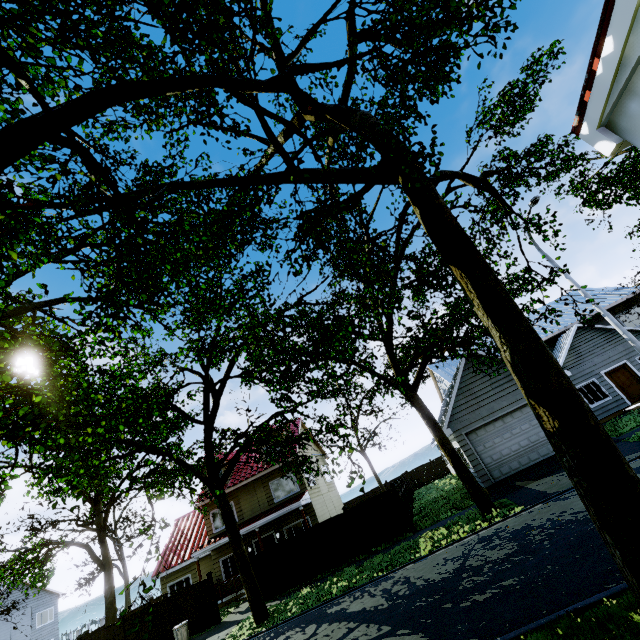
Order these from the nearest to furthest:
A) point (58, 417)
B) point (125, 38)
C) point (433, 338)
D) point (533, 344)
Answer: point (125, 38) < point (533, 344) < point (58, 417) < point (433, 338)

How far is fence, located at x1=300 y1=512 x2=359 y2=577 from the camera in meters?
15.9

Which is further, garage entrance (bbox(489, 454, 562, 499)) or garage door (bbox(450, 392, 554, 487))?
garage door (bbox(450, 392, 554, 487))

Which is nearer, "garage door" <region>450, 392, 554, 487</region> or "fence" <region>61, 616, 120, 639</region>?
"garage door" <region>450, 392, 554, 487</region>

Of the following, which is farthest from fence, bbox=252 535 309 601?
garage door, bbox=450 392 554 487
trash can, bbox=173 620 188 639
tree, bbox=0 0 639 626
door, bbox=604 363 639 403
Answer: door, bbox=604 363 639 403

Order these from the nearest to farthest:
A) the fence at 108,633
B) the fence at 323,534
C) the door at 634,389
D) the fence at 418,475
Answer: the fence at 323,534, the fence at 108,633, the door at 634,389, the fence at 418,475

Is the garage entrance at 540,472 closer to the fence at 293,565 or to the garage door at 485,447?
the garage door at 485,447

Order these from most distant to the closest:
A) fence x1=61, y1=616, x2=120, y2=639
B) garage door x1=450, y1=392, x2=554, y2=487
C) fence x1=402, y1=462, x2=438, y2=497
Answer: fence x1=402, y1=462, x2=438, y2=497 → fence x1=61, y1=616, x2=120, y2=639 → garage door x1=450, y1=392, x2=554, y2=487
